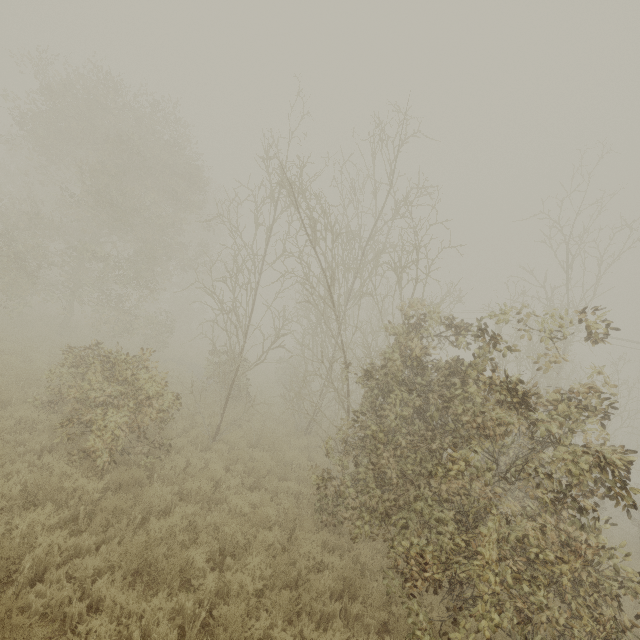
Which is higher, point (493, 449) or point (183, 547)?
point (493, 449)
